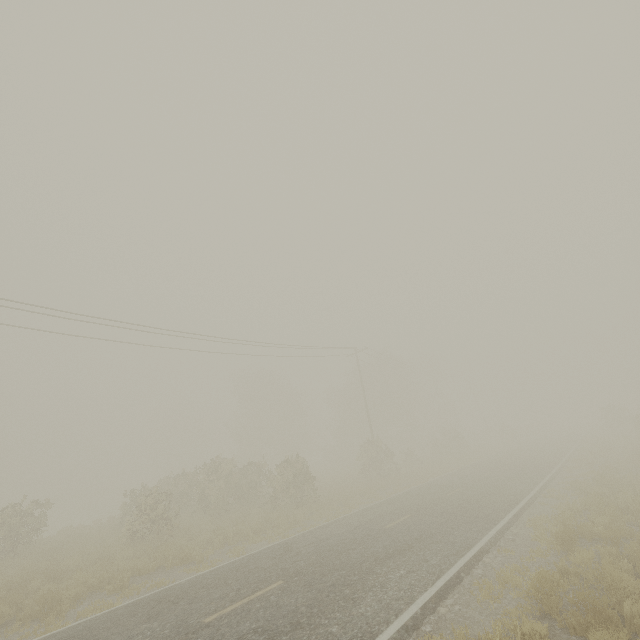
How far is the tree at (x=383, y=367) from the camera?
28.4 meters

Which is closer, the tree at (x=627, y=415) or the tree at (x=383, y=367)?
the tree at (x=627, y=415)

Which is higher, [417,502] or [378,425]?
[378,425]

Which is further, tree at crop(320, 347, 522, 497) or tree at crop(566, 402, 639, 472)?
tree at crop(320, 347, 522, 497)

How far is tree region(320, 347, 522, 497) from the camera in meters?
28.4 m
